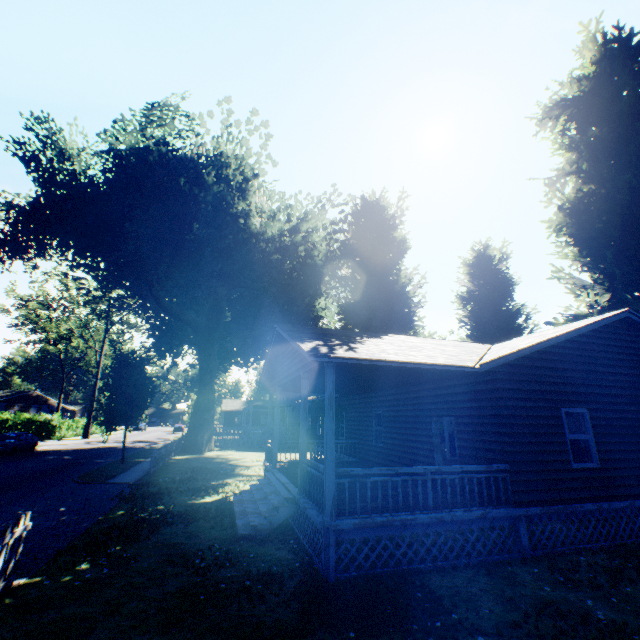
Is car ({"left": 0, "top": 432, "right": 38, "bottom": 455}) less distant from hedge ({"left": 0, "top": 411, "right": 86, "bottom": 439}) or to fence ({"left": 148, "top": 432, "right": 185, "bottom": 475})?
hedge ({"left": 0, "top": 411, "right": 86, "bottom": 439})

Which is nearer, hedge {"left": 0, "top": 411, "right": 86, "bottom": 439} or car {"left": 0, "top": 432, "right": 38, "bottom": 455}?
car {"left": 0, "top": 432, "right": 38, "bottom": 455}

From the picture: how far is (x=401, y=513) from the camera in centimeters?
722cm

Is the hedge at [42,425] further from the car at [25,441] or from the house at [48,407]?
the house at [48,407]

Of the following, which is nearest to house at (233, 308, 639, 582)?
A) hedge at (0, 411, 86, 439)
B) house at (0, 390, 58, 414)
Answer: hedge at (0, 411, 86, 439)

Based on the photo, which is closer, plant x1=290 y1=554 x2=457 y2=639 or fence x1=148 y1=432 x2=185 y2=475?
plant x1=290 y1=554 x2=457 y2=639

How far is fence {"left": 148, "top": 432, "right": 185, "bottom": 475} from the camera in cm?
1730

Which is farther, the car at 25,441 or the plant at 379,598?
the car at 25,441
